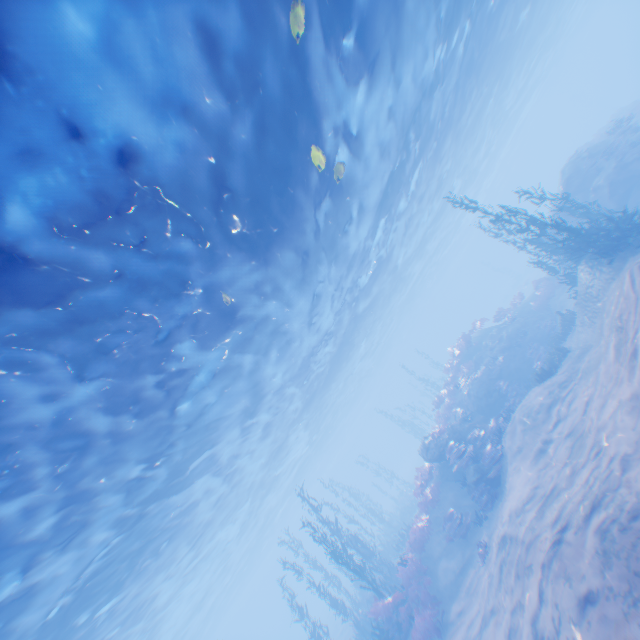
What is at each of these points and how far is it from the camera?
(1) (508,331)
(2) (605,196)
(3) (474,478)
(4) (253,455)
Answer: (1) rock, 22.8m
(2) rock, 19.2m
(3) rock, 14.6m
(4) light, 24.0m

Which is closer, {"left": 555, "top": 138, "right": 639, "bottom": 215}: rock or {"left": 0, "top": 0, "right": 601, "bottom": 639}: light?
{"left": 0, "top": 0, "right": 601, "bottom": 639}: light

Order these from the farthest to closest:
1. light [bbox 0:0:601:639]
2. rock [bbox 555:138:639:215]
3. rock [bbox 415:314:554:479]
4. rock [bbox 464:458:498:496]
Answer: rock [bbox 555:138:639:215], rock [bbox 415:314:554:479], rock [bbox 464:458:498:496], light [bbox 0:0:601:639]

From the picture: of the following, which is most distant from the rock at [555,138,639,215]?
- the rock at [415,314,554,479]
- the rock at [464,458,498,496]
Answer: the rock at [464,458,498,496]

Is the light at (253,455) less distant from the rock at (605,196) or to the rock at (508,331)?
the rock at (605,196)

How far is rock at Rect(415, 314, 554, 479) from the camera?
17.9m

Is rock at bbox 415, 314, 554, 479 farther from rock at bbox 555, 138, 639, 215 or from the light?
the light

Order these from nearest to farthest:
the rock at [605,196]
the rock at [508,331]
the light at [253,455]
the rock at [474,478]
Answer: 1. the light at [253,455]
2. the rock at [474,478]
3. the rock at [508,331]
4. the rock at [605,196]
